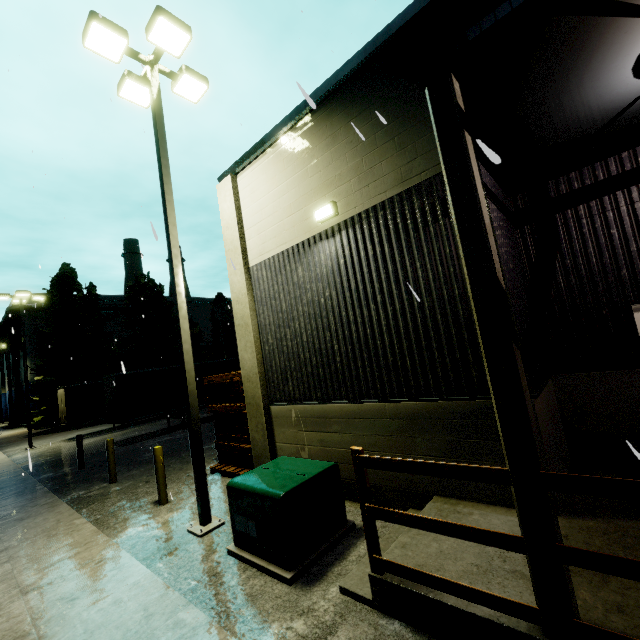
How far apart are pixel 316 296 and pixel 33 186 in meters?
8.3

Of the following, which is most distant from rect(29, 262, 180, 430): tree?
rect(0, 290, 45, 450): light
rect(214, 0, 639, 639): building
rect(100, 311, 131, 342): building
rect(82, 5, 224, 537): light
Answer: rect(82, 5, 224, 537): light

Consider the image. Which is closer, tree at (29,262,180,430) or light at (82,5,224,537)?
light at (82,5,224,537)

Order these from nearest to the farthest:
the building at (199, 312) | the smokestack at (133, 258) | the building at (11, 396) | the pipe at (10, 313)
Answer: the pipe at (10, 313) → the building at (11, 396) → the building at (199, 312) → the smokestack at (133, 258)

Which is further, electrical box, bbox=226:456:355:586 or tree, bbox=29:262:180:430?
tree, bbox=29:262:180:430

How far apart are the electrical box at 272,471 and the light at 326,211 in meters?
4.5 m

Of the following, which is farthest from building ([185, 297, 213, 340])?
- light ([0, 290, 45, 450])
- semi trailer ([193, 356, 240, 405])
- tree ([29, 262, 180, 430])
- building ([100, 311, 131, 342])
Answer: light ([0, 290, 45, 450])
